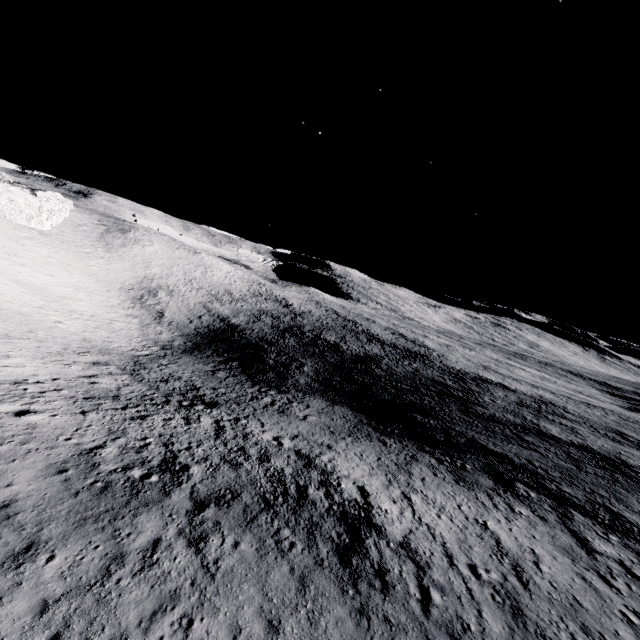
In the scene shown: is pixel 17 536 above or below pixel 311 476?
above
